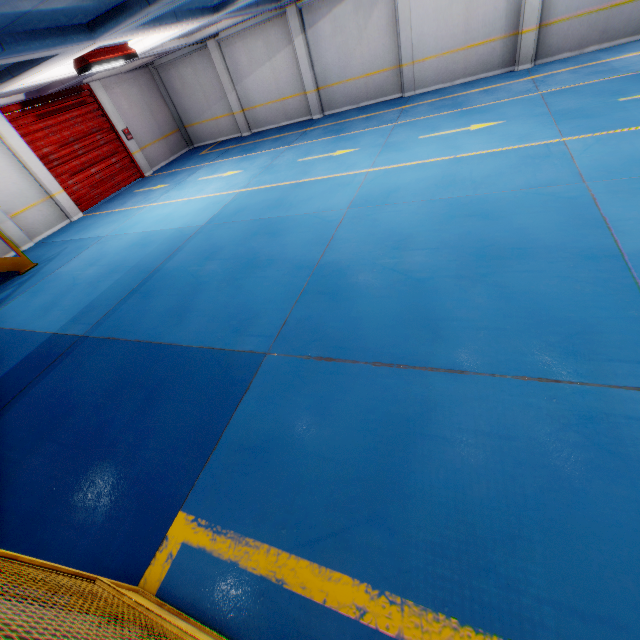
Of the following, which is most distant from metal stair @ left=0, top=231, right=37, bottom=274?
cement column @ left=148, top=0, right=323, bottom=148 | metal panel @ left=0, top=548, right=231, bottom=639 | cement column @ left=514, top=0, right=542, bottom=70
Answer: cement column @ left=514, top=0, right=542, bottom=70

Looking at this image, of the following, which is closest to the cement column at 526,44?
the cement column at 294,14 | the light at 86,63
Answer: the cement column at 294,14

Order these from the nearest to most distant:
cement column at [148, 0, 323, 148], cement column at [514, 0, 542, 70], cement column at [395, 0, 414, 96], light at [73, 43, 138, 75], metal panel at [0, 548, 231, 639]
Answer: metal panel at [0, 548, 231, 639] < light at [73, 43, 138, 75] < cement column at [514, 0, 542, 70] < cement column at [395, 0, 414, 96] < cement column at [148, 0, 323, 148]

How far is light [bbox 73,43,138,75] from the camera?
7.65m

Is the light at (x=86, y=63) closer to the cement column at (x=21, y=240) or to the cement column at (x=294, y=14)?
the cement column at (x=21, y=240)

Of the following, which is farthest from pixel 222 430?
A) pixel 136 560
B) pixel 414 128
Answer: pixel 414 128

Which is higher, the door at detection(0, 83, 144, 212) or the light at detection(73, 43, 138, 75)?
the light at detection(73, 43, 138, 75)

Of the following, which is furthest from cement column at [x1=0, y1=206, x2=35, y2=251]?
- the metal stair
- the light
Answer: the light
